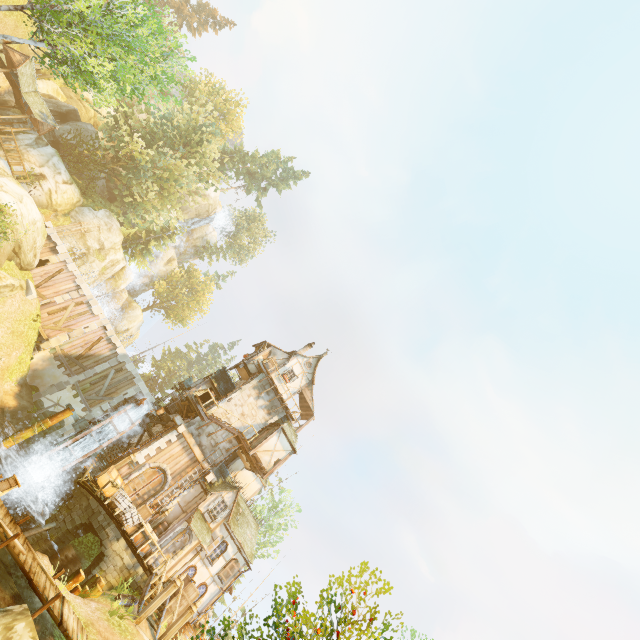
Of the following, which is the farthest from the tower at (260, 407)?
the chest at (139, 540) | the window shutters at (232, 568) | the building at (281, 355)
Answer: the window shutters at (232, 568)

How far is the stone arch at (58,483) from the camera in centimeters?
1623cm

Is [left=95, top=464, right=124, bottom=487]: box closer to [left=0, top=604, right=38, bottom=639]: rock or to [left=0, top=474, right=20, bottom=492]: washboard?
[left=0, top=474, right=20, bottom=492]: washboard

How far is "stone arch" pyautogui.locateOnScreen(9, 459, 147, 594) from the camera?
16.2 meters

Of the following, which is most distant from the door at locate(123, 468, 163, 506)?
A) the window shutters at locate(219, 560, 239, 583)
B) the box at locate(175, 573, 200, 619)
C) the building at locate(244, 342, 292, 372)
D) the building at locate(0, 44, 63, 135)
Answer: the building at locate(0, 44, 63, 135)

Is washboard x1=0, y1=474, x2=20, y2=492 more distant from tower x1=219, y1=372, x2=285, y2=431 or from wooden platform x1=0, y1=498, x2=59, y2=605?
tower x1=219, y1=372, x2=285, y2=431

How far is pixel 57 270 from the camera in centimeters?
2798cm

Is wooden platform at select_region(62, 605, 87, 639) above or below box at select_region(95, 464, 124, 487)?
below
